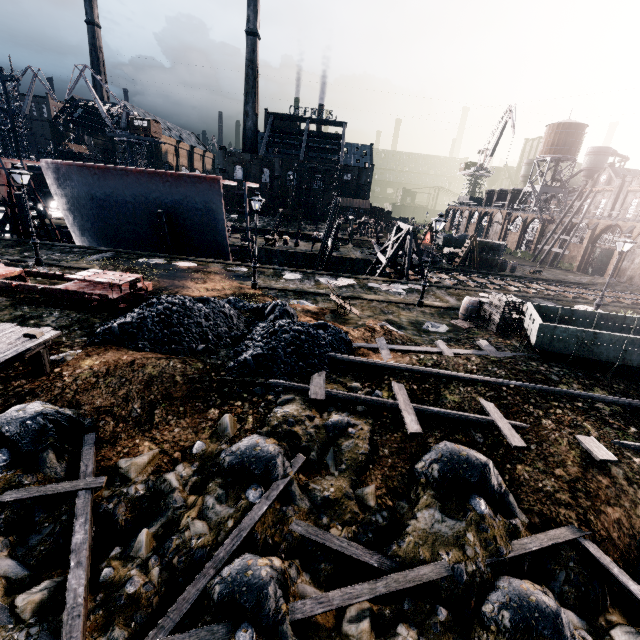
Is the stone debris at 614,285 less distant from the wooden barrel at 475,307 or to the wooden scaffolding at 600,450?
the wooden barrel at 475,307

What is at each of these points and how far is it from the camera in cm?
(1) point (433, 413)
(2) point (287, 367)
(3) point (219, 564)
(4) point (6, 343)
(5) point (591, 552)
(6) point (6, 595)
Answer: (1) wooden scaffolding, 988
(2) coal pile, 1144
(3) wooden scaffolding, 625
(4) wooden scaffolding, 913
(5) wooden scaffolding, 712
(6) stone debris, 584

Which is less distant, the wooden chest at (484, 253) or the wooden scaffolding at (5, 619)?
the wooden scaffolding at (5, 619)

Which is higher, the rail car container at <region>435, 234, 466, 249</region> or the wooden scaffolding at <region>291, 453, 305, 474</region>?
the rail car container at <region>435, 234, 466, 249</region>

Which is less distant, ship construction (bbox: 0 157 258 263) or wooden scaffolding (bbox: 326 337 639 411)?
wooden scaffolding (bbox: 326 337 639 411)

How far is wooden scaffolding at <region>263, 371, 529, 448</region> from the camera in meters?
9.2

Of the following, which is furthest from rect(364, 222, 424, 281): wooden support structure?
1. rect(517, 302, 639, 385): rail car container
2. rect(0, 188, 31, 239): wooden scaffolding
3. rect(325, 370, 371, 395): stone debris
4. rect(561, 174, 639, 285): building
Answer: rect(0, 188, 31, 239): wooden scaffolding

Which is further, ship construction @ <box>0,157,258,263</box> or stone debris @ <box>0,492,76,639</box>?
ship construction @ <box>0,157,258,263</box>
